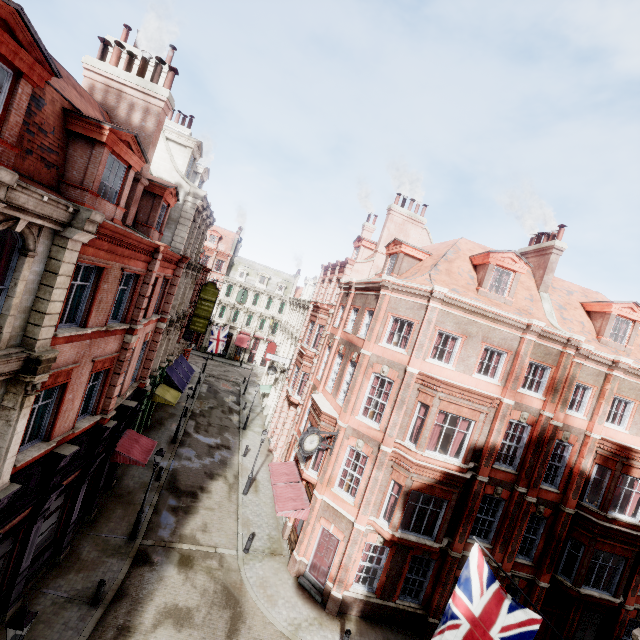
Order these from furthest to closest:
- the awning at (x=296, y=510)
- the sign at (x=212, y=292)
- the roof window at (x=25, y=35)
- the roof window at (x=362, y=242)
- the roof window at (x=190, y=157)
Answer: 1. the roof window at (x=362, y=242)
2. the sign at (x=212, y=292)
3. the roof window at (x=190, y=157)
4. the awning at (x=296, y=510)
5. the roof window at (x=25, y=35)

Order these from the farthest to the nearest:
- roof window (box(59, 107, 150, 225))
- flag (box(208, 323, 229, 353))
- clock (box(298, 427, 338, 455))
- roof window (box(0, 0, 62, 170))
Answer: flag (box(208, 323, 229, 353)) < clock (box(298, 427, 338, 455)) < roof window (box(59, 107, 150, 225)) < roof window (box(0, 0, 62, 170))

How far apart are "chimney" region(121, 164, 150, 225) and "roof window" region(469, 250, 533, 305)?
16.51m

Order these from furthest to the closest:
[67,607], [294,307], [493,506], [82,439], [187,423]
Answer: [294,307] → [187,423] → [493,506] → [82,439] → [67,607]

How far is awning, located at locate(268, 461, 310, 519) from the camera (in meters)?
17.03

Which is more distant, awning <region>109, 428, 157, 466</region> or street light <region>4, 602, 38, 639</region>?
awning <region>109, 428, 157, 466</region>

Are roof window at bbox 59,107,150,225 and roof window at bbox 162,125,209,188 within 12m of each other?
yes

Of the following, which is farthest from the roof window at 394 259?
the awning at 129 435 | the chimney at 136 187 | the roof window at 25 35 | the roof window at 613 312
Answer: the awning at 129 435
